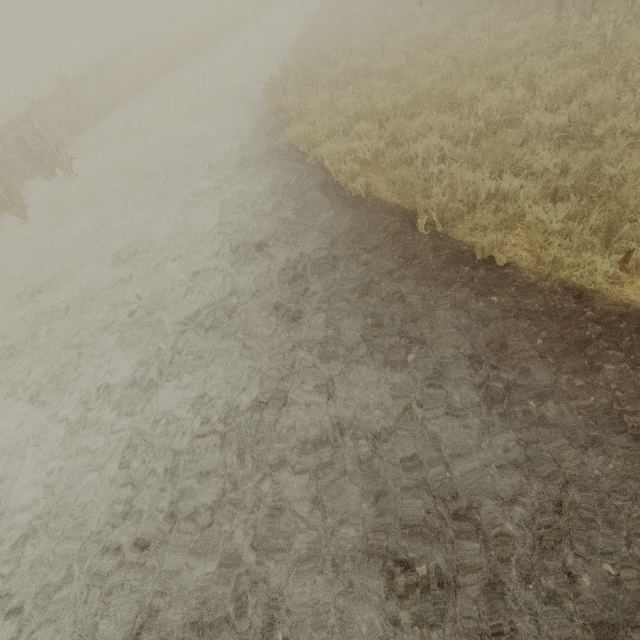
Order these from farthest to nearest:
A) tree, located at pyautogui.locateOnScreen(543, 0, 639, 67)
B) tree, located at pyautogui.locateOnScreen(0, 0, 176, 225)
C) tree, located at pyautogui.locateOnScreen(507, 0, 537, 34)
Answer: tree, located at pyautogui.locateOnScreen(0, 0, 176, 225), tree, located at pyautogui.locateOnScreen(507, 0, 537, 34), tree, located at pyautogui.locateOnScreen(543, 0, 639, 67)

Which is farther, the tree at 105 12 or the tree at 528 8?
the tree at 105 12

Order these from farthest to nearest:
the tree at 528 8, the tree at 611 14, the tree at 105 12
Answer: the tree at 105 12
the tree at 528 8
the tree at 611 14

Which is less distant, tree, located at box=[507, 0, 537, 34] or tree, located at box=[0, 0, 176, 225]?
tree, located at box=[507, 0, 537, 34]

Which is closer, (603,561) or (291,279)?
(603,561)

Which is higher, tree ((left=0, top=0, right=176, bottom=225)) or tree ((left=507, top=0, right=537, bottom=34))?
tree ((left=0, top=0, right=176, bottom=225))
